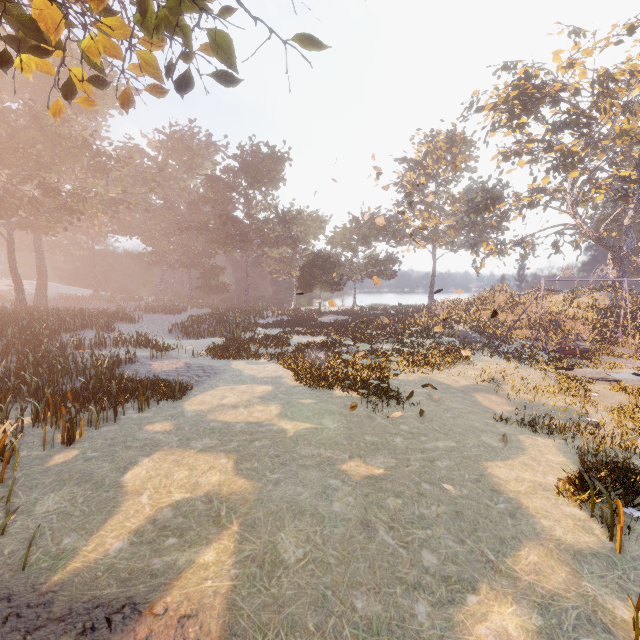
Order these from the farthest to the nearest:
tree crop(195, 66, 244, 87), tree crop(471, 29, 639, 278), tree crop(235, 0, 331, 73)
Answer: tree crop(471, 29, 639, 278), tree crop(195, 66, 244, 87), tree crop(235, 0, 331, 73)

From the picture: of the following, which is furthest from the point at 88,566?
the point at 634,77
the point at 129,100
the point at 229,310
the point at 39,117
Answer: the point at 634,77

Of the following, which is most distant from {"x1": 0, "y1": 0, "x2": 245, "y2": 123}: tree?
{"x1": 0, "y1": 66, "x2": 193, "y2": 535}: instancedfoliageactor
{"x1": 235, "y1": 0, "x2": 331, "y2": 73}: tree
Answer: {"x1": 0, "y1": 66, "x2": 193, "y2": 535}: instancedfoliageactor

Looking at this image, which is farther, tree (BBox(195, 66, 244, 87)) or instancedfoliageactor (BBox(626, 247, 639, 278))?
instancedfoliageactor (BBox(626, 247, 639, 278))

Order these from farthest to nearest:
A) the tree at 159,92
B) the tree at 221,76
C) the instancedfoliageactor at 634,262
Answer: the instancedfoliageactor at 634,262
the tree at 159,92
the tree at 221,76

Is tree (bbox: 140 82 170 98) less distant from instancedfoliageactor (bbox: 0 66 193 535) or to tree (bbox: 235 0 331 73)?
tree (bbox: 235 0 331 73)

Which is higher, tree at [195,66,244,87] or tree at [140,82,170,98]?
tree at [140,82,170,98]

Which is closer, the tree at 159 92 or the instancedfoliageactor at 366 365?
the tree at 159 92
